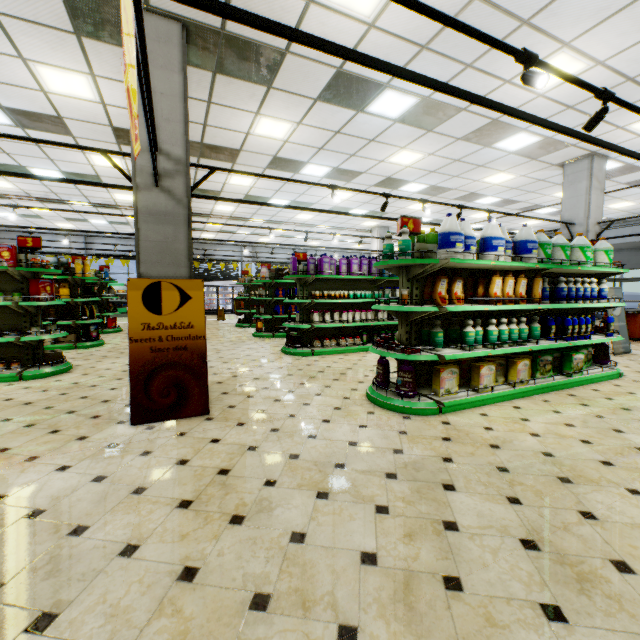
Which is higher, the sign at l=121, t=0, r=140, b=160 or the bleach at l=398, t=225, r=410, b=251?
the sign at l=121, t=0, r=140, b=160

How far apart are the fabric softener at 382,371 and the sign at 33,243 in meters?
6.3

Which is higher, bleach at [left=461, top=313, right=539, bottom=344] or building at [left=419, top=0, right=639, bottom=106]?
building at [left=419, top=0, right=639, bottom=106]

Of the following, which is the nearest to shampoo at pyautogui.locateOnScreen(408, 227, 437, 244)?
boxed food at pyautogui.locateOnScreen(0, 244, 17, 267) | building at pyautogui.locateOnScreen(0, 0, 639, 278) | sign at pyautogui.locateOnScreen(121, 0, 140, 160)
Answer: building at pyautogui.locateOnScreen(0, 0, 639, 278)

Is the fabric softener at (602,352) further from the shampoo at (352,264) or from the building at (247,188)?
the shampoo at (352,264)

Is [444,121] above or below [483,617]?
above

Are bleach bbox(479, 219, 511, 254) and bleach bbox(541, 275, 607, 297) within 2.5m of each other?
yes

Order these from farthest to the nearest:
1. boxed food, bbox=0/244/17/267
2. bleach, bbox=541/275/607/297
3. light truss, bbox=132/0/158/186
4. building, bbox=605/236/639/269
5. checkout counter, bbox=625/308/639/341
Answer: building, bbox=605/236/639/269, checkout counter, bbox=625/308/639/341, boxed food, bbox=0/244/17/267, bleach, bbox=541/275/607/297, light truss, bbox=132/0/158/186
